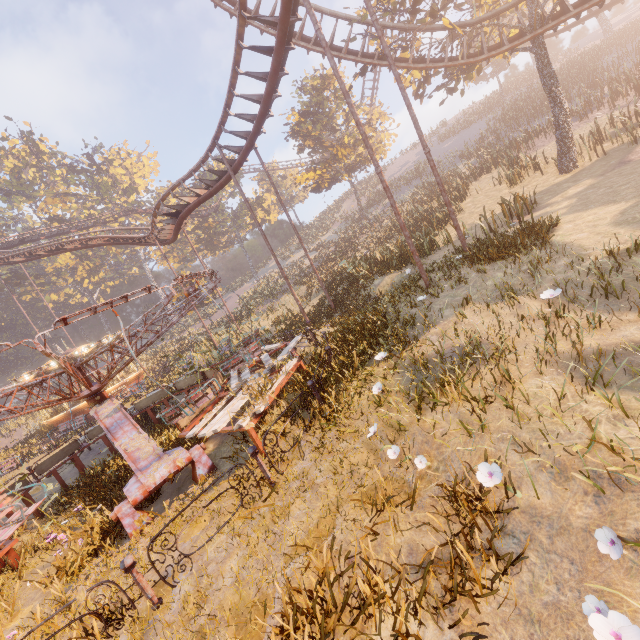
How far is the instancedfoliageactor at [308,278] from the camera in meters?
27.1 m

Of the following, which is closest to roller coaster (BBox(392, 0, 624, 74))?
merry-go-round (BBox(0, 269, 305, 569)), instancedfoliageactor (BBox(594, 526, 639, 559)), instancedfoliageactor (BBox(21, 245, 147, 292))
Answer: merry-go-round (BBox(0, 269, 305, 569))

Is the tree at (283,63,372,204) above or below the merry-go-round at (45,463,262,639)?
above

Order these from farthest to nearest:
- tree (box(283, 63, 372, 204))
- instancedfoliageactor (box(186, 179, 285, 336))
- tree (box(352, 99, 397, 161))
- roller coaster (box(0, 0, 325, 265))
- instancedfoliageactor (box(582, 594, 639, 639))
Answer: instancedfoliageactor (box(186, 179, 285, 336)) → tree (box(352, 99, 397, 161)) → tree (box(283, 63, 372, 204)) → roller coaster (box(0, 0, 325, 265)) → instancedfoliageactor (box(582, 594, 639, 639))

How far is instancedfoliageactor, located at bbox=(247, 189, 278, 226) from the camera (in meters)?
50.38

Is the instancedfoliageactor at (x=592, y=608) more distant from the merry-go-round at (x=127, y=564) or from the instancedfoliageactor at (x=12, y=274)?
the instancedfoliageactor at (x=12, y=274)

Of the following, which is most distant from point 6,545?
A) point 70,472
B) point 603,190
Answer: point 603,190
